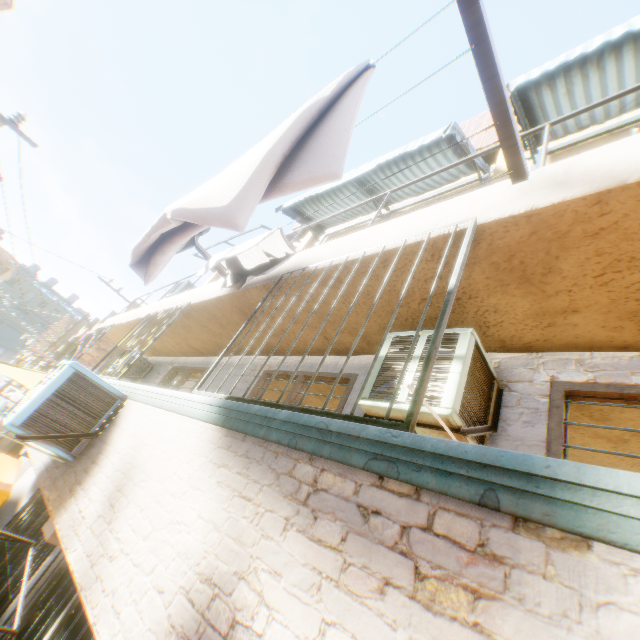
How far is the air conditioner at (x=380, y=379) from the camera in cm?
260

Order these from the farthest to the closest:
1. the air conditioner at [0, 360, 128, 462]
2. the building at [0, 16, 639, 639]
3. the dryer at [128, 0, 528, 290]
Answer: the air conditioner at [0, 360, 128, 462]
the dryer at [128, 0, 528, 290]
the building at [0, 16, 639, 639]

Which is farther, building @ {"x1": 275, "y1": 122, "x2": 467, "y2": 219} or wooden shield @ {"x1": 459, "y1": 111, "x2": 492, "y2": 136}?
wooden shield @ {"x1": 459, "y1": 111, "x2": 492, "y2": 136}

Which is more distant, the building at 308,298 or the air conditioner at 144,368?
the air conditioner at 144,368

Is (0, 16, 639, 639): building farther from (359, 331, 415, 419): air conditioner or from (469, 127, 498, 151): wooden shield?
(469, 127, 498, 151): wooden shield

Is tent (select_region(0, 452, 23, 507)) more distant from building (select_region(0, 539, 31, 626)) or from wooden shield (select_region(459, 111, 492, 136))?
wooden shield (select_region(459, 111, 492, 136))

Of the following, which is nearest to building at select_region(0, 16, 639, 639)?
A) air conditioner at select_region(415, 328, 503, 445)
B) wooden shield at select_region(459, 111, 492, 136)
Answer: air conditioner at select_region(415, 328, 503, 445)

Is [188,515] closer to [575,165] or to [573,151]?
[575,165]
